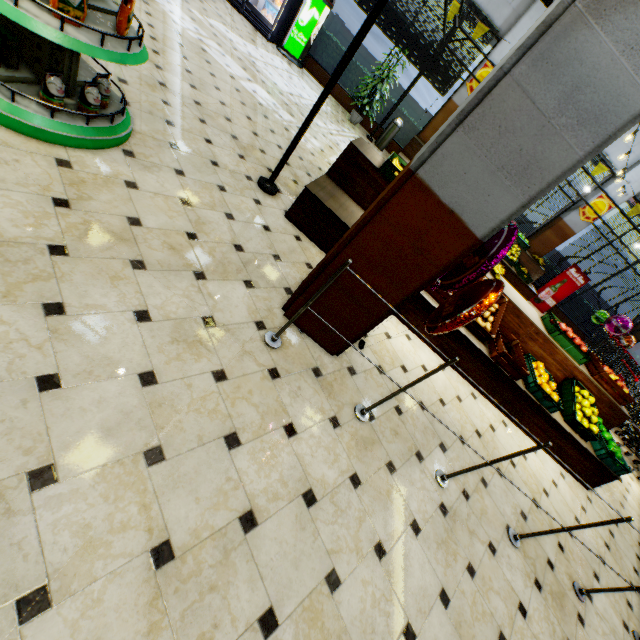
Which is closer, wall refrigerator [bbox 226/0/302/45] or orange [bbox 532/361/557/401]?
orange [bbox 532/361/557/401]

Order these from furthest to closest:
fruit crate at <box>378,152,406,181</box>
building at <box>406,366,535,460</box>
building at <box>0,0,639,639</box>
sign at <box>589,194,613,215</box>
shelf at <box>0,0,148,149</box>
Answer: sign at <box>589,194,613,215</box>
fruit crate at <box>378,152,406,181</box>
building at <box>406,366,535,460</box>
shelf at <box>0,0,148,149</box>
building at <box>0,0,639,639</box>

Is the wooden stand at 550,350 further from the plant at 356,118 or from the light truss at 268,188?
the plant at 356,118

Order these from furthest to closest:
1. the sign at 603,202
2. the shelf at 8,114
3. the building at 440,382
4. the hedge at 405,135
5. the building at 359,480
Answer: the hedge at 405,135 → the sign at 603,202 → the building at 440,382 → the shelf at 8,114 → the building at 359,480

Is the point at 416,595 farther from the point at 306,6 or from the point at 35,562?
the point at 306,6

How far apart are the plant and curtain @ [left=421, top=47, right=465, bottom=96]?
1.15m

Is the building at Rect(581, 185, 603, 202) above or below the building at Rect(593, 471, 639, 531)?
above

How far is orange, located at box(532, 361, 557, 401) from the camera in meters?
4.2 m
